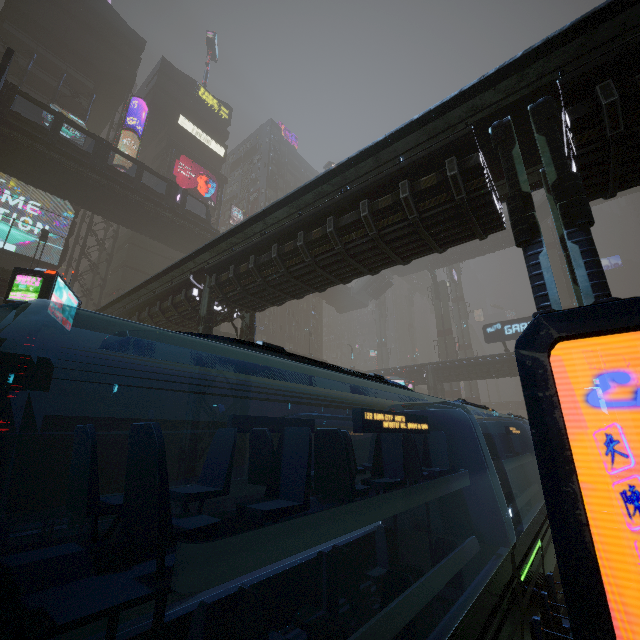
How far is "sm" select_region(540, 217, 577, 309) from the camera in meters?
39.3

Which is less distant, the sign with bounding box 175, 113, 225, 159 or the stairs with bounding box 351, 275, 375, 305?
the sign with bounding box 175, 113, 225, 159

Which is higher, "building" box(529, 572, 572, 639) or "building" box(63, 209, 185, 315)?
"building" box(63, 209, 185, 315)

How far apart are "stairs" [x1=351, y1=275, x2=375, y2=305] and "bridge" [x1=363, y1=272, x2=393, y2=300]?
0.0 meters

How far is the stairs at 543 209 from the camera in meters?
39.3 m

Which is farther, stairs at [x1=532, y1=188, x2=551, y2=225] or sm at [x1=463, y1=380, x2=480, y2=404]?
sm at [x1=463, y1=380, x2=480, y2=404]

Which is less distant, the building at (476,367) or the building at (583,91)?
the building at (583,91)

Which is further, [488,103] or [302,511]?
[488,103]
